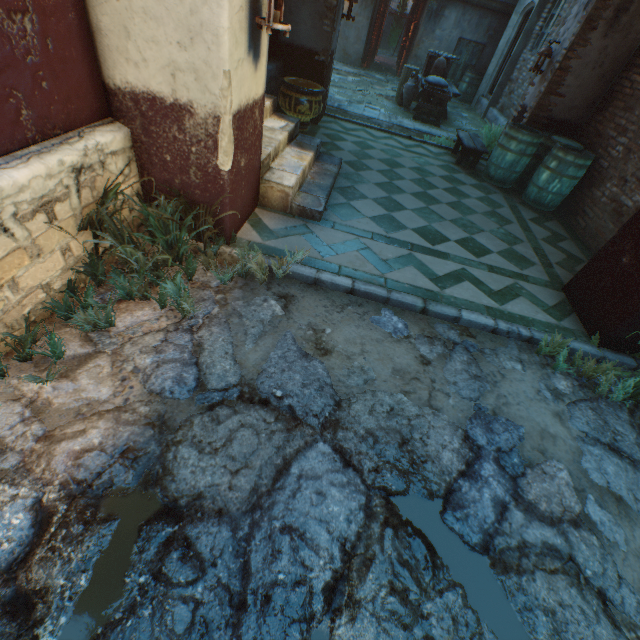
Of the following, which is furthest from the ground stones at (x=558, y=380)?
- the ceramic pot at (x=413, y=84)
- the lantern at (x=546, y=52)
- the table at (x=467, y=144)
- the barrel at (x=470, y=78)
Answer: the barrel at (x=470, y=78)

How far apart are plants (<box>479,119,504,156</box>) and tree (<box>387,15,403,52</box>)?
33.32m

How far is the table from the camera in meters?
6.5

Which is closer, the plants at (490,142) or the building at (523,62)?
the plants at (490,142)

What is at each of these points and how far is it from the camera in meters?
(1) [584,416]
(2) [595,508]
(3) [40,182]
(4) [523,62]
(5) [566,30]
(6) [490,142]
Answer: (1) ground stones, 2.7 m
(2) ground stones, 2.2 m
(3) building, 2.1 m
(4) building, 9.5 m
(5) building, 5.6 m
(6) plants, 7.4 m

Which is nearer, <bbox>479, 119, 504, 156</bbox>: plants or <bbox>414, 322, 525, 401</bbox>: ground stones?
<bbox>414, 322, 525, 401</bbox>: ground stones

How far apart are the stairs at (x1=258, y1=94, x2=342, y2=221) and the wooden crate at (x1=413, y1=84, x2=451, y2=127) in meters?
5.2

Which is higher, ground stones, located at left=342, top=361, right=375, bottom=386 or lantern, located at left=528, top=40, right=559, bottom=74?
lantern, located at left=528, top=40, right=559, bottom=74
